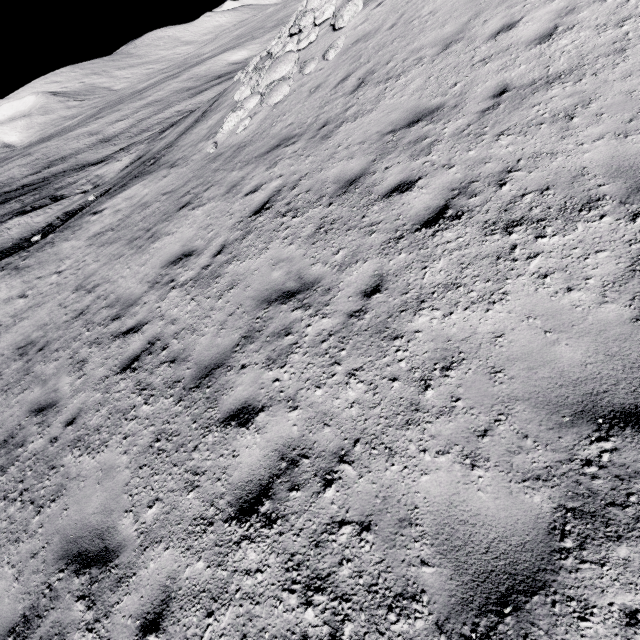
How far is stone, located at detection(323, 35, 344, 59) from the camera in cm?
1005

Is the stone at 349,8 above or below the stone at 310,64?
above

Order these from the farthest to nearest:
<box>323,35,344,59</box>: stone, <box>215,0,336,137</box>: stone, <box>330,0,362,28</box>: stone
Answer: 1. <box>215,0,336,137</box>: stone
2. <box>330,0,362,28</box>: stone
3. <box>323,35,344,59</box>: stone

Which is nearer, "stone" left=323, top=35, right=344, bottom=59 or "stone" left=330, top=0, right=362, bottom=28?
"stone" left=323, top=35, right=344, bottom=59

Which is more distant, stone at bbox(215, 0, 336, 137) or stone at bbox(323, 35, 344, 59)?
stone at bbox(215, 0, 336, 137)

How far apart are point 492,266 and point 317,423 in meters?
2.6 m

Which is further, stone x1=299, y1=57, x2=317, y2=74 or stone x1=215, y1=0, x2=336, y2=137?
stone x1=215, y1=0, x2=336, y2=137

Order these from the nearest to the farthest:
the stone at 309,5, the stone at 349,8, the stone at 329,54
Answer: the stone at 329,54 < the stone at 349,8 < the stone at 309,5
